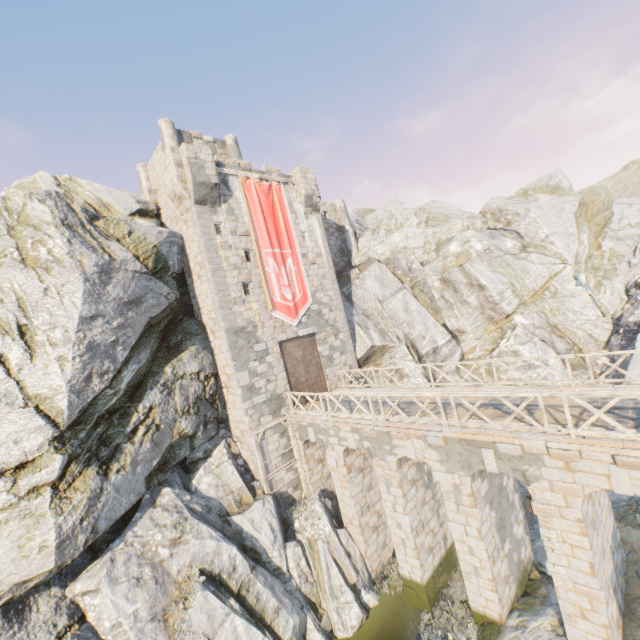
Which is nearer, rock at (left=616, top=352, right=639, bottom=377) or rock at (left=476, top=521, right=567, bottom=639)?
rock at (left=476, top=521, right=567, bottom=639)

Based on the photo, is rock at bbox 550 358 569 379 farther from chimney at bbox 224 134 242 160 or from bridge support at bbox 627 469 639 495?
chimney at bbox 224 134 242 160

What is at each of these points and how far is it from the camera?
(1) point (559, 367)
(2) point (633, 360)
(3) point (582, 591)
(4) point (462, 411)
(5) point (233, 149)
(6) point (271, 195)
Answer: (1) rock, 21.55m
(2) rock, 18.72m
(3) stone blocks, 8.99m
(4) bridge support, 12.06m
(5) chimney, 24.20m
(6) flag, 19.41m

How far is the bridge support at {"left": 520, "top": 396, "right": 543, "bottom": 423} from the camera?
10.0m

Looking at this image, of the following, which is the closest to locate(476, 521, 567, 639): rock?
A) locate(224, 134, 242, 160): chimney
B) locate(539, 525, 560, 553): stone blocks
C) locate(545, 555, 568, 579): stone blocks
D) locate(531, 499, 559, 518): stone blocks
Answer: locate(545, 555, 568, 579): stone blocks

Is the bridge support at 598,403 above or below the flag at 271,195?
below

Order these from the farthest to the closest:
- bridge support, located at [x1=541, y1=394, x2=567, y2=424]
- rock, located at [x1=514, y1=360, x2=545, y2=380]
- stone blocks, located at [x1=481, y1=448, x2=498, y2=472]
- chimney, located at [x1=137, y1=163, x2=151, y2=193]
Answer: chimney, located at [x1=137, y1=163, x2=151, y2=193] < rock, located at [x1=514, y1=360, x2=545, y2=380] < stone blocks, located at [x1=481, y1=448, x2=498, y2=472] < bridge support, located at [x1=541, y1=394, x2=567, y2=424]

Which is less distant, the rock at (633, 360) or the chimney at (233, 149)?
the rock at (633, 360)
